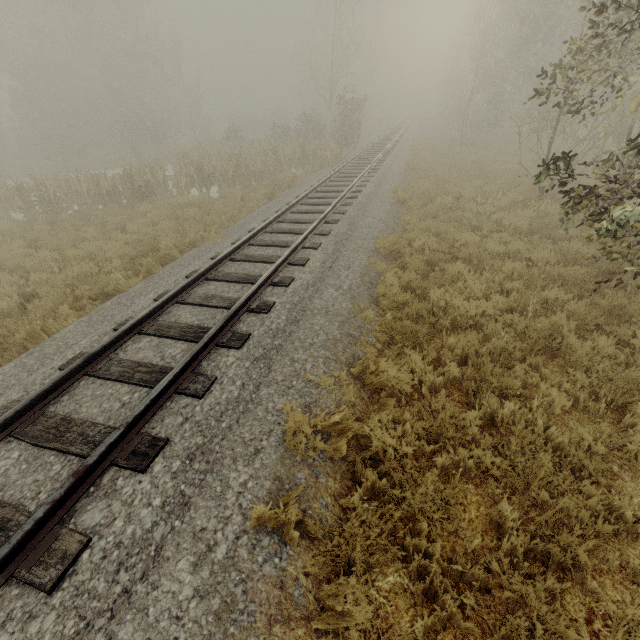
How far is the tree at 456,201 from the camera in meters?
11.1

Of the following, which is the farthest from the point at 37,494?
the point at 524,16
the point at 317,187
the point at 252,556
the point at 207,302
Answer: the point at 524,16

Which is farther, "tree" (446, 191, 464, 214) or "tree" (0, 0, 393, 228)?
"tree" (0, 0, 393, 228)

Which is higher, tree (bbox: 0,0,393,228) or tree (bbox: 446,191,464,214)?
tree (bbox: 0,0,393,228)

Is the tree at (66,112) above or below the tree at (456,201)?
above

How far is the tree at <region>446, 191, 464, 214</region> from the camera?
11.11m
